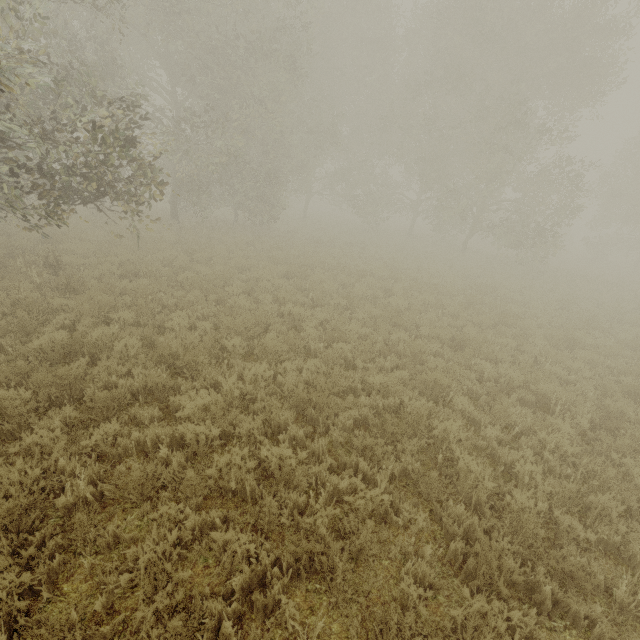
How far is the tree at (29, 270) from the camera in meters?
7.7 m

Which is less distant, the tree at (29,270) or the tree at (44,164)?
the tree at (29,270)

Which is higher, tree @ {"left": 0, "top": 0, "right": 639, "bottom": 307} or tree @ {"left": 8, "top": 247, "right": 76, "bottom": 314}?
tree @ {"left": 0, "top": 0, "right": 639, "bottom": 307}

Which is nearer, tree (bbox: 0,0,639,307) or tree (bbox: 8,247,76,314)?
tree (bbox: 8,247,76,314)

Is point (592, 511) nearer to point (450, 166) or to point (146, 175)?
point (146, 175)

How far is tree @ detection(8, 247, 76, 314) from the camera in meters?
7.7 m
